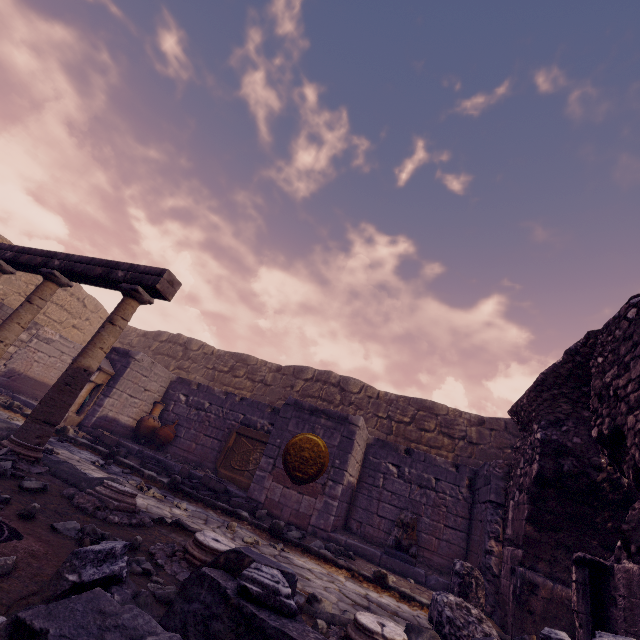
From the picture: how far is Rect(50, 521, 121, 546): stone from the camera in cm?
215

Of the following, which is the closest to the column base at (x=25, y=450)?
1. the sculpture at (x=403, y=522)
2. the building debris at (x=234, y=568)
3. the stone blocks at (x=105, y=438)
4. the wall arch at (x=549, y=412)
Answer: the building debris at (x=234, y=568)

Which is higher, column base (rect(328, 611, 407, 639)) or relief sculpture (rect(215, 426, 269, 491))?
relief sculpture (rect(215, 426, 269, 491))

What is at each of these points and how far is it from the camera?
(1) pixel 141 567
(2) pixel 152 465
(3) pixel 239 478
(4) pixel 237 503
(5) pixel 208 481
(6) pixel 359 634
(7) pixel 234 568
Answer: (1) stone, 2.1m
(2) stone blocks, 7.2m
(3) relief sculpture, 8.6m
(4) stone blocks, 6.2m
(5) stone blocks, 6.5m
(6) column base, 2.1m
(7) building debris, 1.5m

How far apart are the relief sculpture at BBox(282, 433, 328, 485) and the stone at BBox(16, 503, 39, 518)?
5.1 meters

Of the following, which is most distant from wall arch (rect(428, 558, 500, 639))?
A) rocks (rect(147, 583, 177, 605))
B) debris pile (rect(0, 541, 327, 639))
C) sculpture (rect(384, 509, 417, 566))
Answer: rocks (rect(147, 583, 177, 605))

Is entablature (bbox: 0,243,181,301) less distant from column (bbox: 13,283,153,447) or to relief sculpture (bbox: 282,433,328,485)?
column (bbox: 13,283,153,447)

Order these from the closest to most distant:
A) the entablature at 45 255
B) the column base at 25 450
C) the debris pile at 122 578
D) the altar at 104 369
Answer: the debris pile at 122 578
the column base at 25 450
the entablature at 45 255
the altar at 104 369
